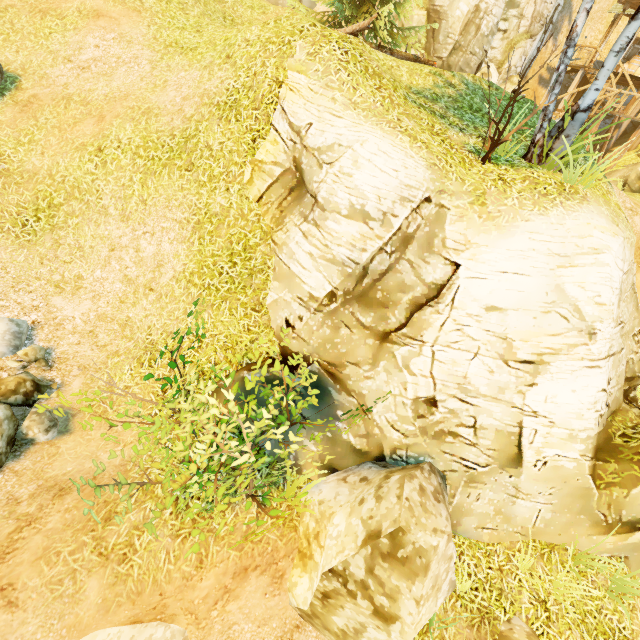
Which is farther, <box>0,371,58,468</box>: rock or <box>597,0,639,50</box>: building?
<box>597,0,639,50</box>: building

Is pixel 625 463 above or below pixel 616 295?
below

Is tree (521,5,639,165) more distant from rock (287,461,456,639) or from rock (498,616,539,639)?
rock (498,616,539,639)

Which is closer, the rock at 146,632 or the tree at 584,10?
the rock at 146,632

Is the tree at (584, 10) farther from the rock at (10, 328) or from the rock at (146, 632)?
the rock at (146, 632)

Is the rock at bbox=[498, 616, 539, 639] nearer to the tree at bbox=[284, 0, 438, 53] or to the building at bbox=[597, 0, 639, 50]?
the tree at bbox=[284, 0, 438, 53]

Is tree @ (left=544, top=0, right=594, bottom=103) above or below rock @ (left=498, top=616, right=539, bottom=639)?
above

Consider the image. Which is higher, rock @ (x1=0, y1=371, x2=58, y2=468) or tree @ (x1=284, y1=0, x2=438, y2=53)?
tree @ (x1=284, y1=0, x2=438, y2=53)
